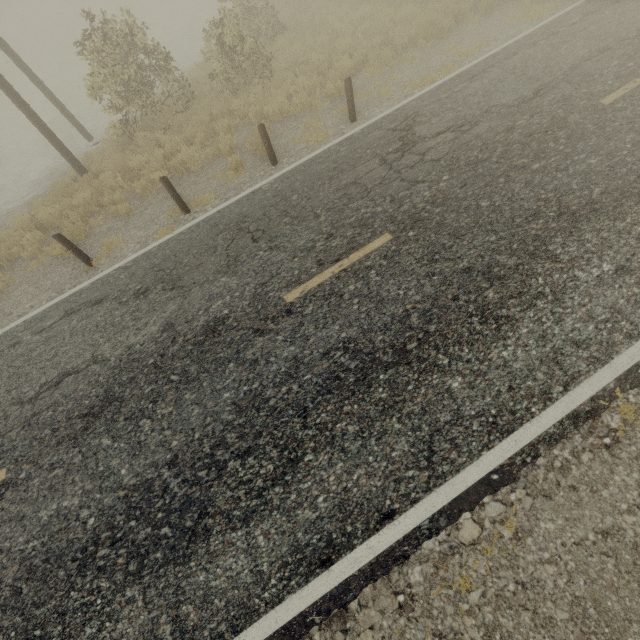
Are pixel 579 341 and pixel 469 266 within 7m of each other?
yes
